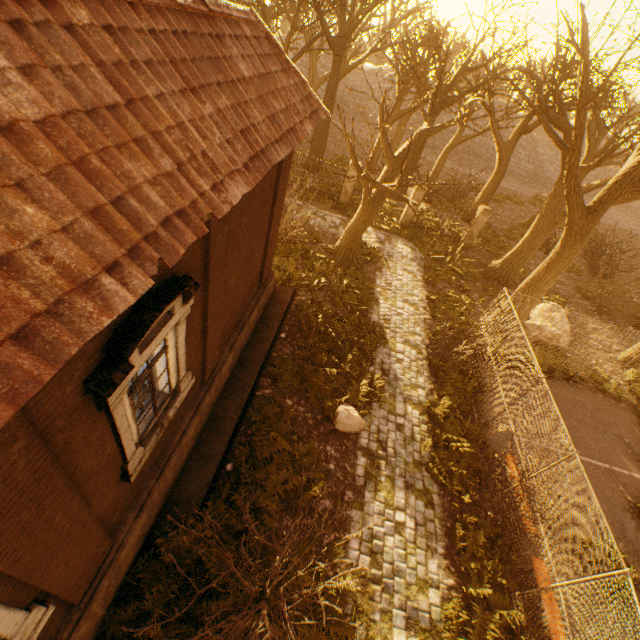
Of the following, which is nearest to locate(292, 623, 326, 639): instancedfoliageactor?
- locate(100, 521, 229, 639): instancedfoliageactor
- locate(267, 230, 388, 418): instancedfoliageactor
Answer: locate(100, 521, 229, 639): instancedfoliageactor

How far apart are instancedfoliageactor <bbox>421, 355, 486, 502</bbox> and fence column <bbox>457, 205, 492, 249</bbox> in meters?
13.5

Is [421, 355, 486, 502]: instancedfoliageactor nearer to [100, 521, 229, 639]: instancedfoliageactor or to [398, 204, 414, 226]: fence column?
[100, 521, 229, 639]: instancedfoliageactor

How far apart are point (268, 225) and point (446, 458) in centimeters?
817cm

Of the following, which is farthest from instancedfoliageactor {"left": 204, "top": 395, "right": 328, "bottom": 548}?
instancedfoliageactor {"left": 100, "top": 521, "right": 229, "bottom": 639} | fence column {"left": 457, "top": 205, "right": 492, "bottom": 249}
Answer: fence column {"left": 457, "top": 205, "right": 492, "bottom": 249}

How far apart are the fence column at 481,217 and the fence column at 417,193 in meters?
3.3 m

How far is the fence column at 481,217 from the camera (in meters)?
18.44

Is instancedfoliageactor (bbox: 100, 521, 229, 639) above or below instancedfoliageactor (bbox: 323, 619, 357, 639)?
above
